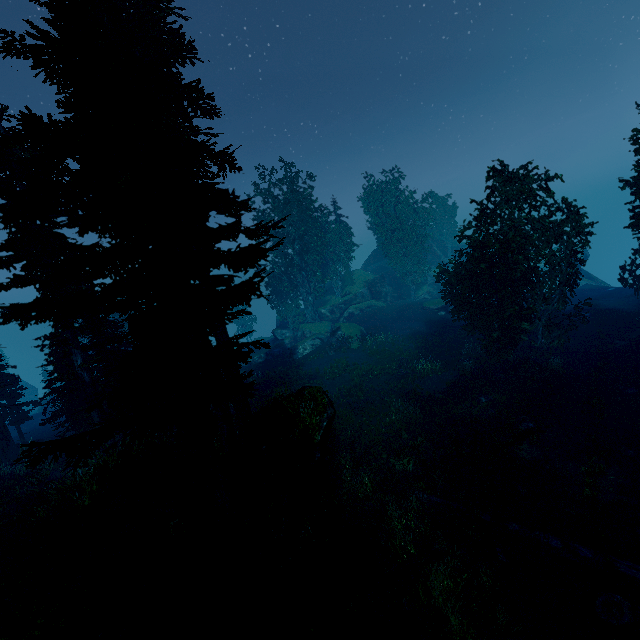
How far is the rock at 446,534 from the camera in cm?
1055

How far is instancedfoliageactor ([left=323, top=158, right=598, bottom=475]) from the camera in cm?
1870

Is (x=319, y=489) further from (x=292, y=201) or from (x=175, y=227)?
(x=292, y=201)

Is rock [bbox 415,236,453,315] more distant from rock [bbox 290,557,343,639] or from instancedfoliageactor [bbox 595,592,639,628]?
rock [bbox 290,557,343,639]

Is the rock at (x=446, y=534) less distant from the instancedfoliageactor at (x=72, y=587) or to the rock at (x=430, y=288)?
the instancedfoliageactor at (x=72, y=587)

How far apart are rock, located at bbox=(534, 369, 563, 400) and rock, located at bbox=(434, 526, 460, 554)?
10.8m

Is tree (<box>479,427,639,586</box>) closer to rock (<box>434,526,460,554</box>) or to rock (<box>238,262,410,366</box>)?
rock (<box>434,526,460,554</box>)

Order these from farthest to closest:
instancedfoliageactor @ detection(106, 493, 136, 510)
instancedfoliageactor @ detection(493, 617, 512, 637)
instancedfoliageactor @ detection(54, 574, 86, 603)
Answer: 1. instancedfoliageactor @ detection(106, 493, 136, 510)
2. instancedfoliageactor @ detection(54, 574, 86, 603)
3. instancedfoliageactor @ detection(493, 617, 512, 637)
